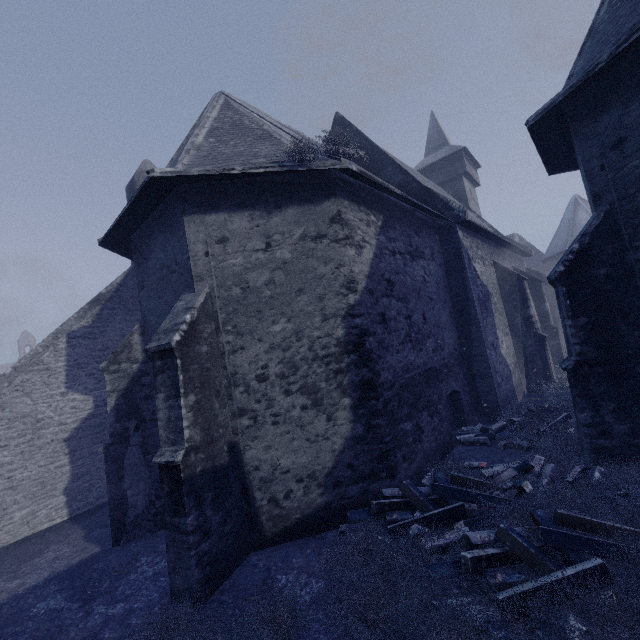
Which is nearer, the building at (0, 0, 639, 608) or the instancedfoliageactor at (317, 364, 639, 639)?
the instancedfoliageactor at (317, 364, 639, 639)

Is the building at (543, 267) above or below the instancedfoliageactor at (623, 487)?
above

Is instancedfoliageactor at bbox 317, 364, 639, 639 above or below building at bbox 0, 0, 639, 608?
below

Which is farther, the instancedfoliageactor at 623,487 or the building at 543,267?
the building at 543,267

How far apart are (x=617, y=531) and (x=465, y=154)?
25.0 meters
